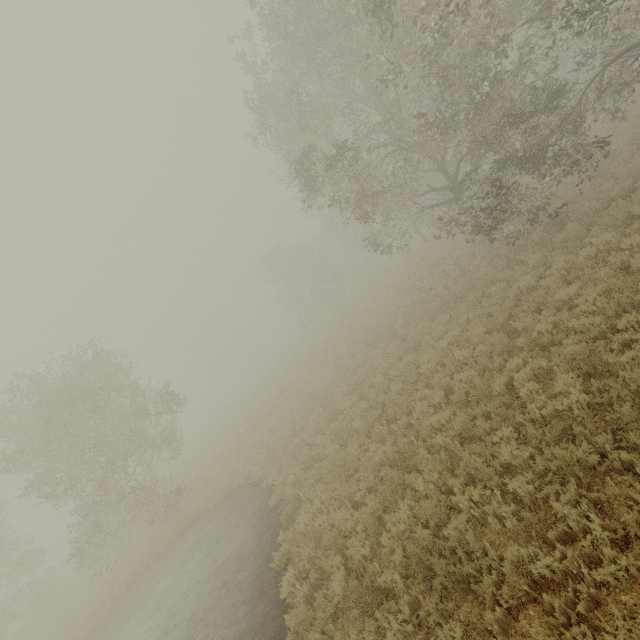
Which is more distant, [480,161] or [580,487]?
[480,161]
